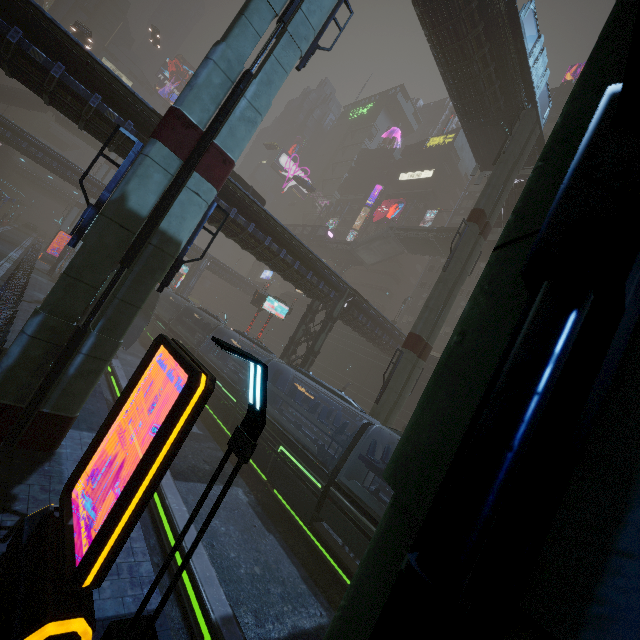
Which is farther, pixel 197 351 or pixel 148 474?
pixel 197 351

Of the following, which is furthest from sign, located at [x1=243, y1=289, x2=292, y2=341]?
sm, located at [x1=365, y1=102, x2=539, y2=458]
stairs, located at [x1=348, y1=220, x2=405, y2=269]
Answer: stairs, located at [x1=348, y1=220, x2=405, y2=269]

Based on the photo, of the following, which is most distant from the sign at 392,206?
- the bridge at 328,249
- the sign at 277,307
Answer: the sign at 277,307

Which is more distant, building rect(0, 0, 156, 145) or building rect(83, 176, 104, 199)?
building rect(83, 176, 104, 199)

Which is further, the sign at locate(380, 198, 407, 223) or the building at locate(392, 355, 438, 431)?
the sign at locate(380, 198, 407, 223)

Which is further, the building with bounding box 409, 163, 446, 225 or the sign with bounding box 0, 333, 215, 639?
the building with bounding box 409, 163, 446, 225

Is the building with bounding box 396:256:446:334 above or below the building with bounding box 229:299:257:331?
above

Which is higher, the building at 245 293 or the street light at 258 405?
the building at 245 293
